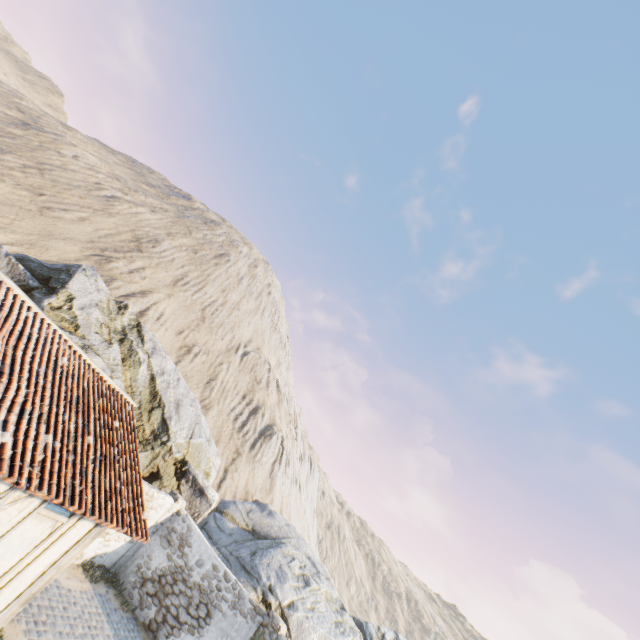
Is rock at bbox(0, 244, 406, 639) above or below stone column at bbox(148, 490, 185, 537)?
above

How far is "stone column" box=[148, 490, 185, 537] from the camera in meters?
12.9 m

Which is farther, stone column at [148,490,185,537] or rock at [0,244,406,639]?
rock at [0,244,406,639]

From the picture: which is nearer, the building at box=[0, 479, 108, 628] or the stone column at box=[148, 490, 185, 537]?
the building at box=[0, 479, 108, 628]

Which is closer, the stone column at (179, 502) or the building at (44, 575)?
the building at (44, 575)

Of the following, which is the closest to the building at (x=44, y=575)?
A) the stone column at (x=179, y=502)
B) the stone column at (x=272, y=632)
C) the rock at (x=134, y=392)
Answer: the rock at (x=134, y=392)

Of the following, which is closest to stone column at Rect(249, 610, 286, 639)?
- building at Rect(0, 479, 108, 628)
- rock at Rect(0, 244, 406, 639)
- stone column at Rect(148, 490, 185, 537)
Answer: rock at Rect(0, 244, 406, 639)

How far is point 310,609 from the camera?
13.8 meters
